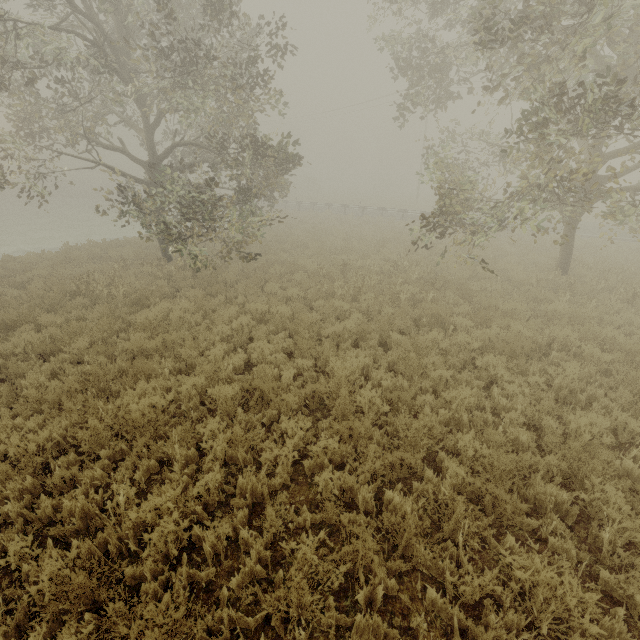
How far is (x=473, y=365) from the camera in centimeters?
726cm

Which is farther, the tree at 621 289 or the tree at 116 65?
the tree at 116 65

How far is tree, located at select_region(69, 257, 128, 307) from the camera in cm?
1005

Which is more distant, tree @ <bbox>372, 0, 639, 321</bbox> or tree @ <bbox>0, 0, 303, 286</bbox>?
tree @ <bbox>0, 0, 303, 286</bbox>

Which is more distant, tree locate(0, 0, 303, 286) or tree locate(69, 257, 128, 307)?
tree locate(69, 257, 128, 307)

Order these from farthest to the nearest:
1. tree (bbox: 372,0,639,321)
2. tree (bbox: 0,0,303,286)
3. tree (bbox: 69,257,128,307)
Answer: tree (bbox: 69,257,128,307)
tree (bbox: 0,0,303,286)
tree (bbox: 372,0,639,321)

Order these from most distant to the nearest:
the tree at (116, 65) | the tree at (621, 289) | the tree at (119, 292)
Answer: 1. the tree at (119, 292)
2. the tree at (116, 65)
3. the tree at (621, 289)
